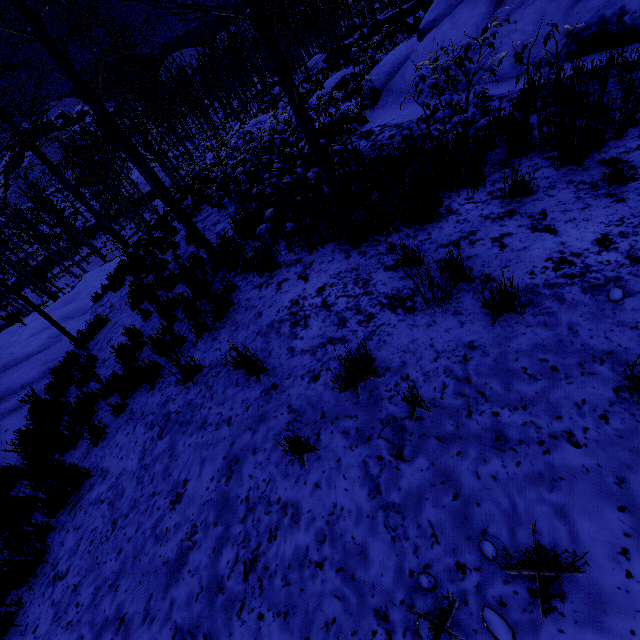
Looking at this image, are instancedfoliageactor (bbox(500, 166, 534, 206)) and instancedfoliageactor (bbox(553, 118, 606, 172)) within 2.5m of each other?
yes

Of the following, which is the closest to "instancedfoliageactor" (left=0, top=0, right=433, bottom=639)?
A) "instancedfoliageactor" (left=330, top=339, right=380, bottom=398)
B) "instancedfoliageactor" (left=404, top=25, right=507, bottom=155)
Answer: "instancedfoliageactor" (left=404, top=25, right=507, bottom=155)

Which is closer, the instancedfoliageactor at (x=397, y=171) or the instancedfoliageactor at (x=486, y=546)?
the instancedfoliageactor at (x=486, y=546)

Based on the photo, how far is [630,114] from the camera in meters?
3.7

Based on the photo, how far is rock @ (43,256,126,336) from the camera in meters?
10.5 m

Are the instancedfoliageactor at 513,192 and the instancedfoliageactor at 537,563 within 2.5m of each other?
no

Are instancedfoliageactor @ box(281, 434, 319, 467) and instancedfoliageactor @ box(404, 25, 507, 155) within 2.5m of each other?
no

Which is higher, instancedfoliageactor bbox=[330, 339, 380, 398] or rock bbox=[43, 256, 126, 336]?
instancedfoliageactor bbox=[330, 339, 380, 398]
